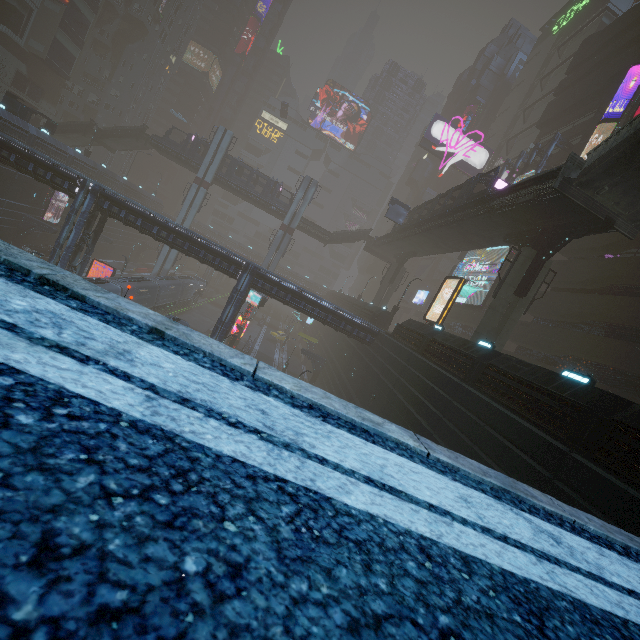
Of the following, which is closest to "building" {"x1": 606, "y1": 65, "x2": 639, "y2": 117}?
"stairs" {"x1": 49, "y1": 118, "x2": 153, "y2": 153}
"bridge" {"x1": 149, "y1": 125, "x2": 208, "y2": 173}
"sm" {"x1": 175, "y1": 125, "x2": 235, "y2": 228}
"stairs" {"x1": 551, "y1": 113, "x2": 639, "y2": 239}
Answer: "sm" {"x1": 175, "y1": 125, "x2": 235, "y2": 228}

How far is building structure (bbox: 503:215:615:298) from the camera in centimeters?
1730cm

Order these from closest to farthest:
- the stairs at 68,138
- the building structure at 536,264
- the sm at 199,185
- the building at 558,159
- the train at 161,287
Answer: the building structure at 536,264
the train at 161,287
the building at 558,159
the stairs at 68,138
the sm at 199,185

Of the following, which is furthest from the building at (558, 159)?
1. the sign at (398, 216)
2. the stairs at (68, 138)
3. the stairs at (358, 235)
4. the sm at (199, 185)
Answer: the sign at (398, 216)

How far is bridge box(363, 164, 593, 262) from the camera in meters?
18.4 m

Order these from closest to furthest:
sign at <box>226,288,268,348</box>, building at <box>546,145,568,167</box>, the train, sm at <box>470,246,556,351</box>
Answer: sm at <box>470,246,556,351</box>
the train
sign at <box>226,288,268,348</box>
building at <box>546,145,568,167</box>

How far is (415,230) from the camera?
36.1m

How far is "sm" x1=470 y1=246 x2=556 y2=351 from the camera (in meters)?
20.39
